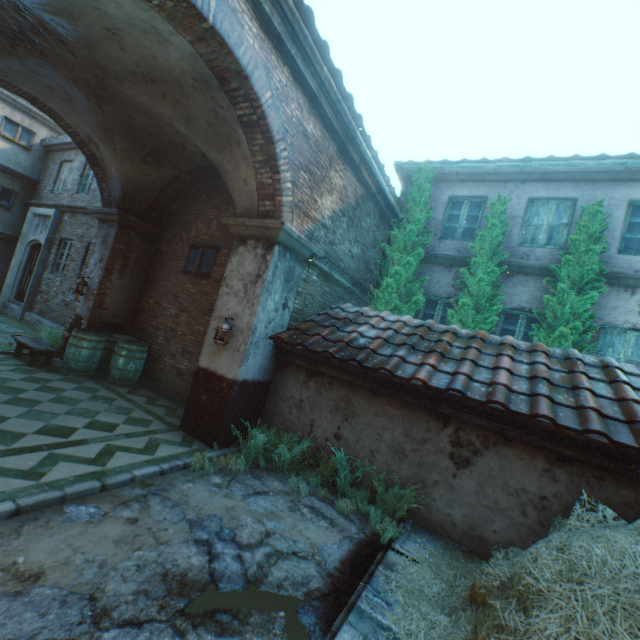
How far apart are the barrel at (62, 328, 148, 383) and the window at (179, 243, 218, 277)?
2.0m

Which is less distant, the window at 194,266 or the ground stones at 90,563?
the ground stones at 90,563

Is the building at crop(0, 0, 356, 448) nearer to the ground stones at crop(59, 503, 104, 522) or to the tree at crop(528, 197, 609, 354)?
the ground stones at crop(59, 503, 104, 522)

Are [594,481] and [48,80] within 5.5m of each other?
no

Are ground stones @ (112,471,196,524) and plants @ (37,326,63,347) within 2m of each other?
no

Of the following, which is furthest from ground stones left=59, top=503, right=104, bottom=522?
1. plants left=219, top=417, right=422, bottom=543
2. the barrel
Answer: the barrel

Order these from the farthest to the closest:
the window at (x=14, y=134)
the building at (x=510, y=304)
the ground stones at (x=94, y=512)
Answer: the window at (x=14, y=134) < the building at (x=510, y=304) < the ground stones at (x=94, y=512)

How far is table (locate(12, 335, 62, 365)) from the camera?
7.0m
